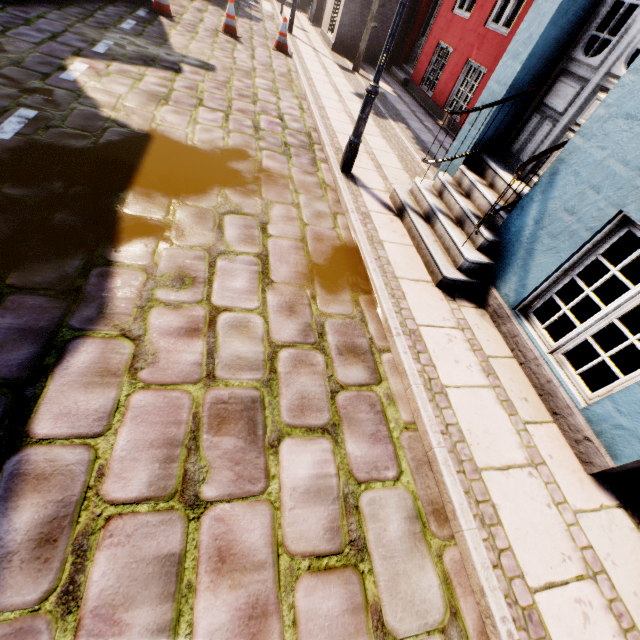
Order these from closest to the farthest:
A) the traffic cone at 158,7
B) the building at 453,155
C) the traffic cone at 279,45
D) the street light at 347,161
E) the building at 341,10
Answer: the building at 453,155 < the street light at 347,161 < the traffic cone at 158,7 < the traffic cone at 279,45 < the building at 341,10

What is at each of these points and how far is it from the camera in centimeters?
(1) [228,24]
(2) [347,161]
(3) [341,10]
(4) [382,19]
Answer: (1) traffic cone, 866cm
(2) street light, 479cm
(3) building, 1063cm
(4) building, 1087cm

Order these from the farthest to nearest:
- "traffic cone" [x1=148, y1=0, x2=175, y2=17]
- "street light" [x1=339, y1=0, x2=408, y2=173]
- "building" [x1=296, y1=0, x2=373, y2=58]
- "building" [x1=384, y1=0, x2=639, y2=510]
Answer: "building" [x1=296, y1=0, x2=373, y2=58]
"traffic cone" [x1=148, y1=0, x2=175, y2=17]
"street light" [x1=339, y1=0, x2=408, y2=173]
"building" [x1=384, y1=0, x2=639, y2=510]

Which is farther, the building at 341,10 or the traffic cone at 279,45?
the building at 341,10

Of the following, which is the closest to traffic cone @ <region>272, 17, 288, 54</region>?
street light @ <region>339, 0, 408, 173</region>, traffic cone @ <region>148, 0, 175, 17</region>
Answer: traffic cone @ <region>148, 0, 175, 17</region>

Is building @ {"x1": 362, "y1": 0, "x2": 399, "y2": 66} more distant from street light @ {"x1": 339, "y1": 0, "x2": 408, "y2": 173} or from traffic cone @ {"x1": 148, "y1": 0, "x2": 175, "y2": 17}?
traffic cone @ {"x1": 148, "y1": 0, "x2": 175, "y2": 17}

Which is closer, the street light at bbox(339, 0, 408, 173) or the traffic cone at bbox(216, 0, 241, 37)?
the street light at bbox(339, 0, 408, 173)

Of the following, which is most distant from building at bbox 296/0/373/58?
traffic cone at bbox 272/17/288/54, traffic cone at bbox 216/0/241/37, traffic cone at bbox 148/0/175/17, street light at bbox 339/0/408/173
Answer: traffic cone at bbox 148/0/175/17
